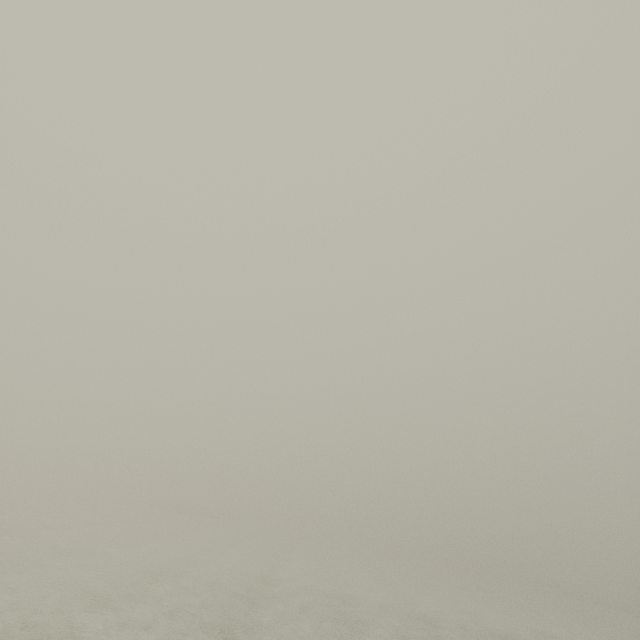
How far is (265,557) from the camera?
30.4m
